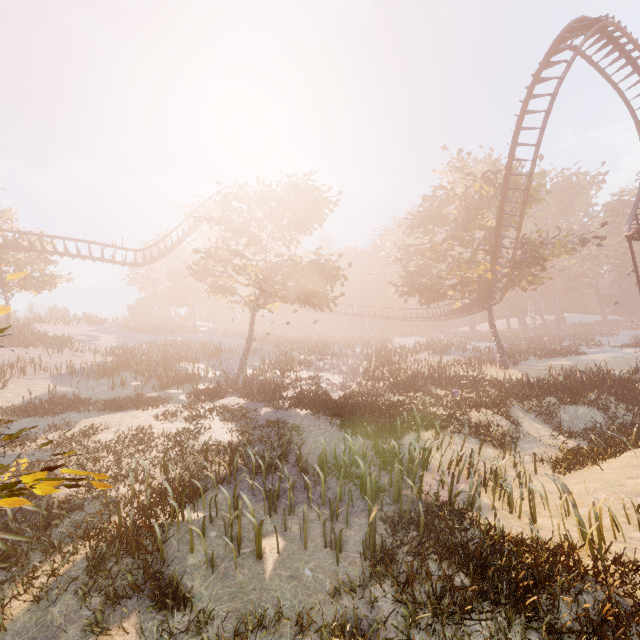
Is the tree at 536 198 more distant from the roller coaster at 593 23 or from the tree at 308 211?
the tree at 308 211

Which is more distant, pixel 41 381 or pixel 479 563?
pixel 41 381

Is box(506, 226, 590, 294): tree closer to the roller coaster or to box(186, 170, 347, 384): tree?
the roller coaster

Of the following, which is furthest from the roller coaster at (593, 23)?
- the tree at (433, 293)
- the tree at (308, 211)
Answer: the tree at (308, 211)

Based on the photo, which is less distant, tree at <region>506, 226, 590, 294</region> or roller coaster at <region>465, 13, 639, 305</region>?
roller coaster at <region>465, 13, 639, 305</region>

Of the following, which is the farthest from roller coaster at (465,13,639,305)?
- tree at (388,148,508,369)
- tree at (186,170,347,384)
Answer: tree at (186,170,347,384)

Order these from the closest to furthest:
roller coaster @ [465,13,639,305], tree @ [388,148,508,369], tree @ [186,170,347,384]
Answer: roller coaster @ [465,13,639,305], tree @ [186,170,347,384], tree @ [388,148,508,369]

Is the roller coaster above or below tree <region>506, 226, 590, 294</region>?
above
